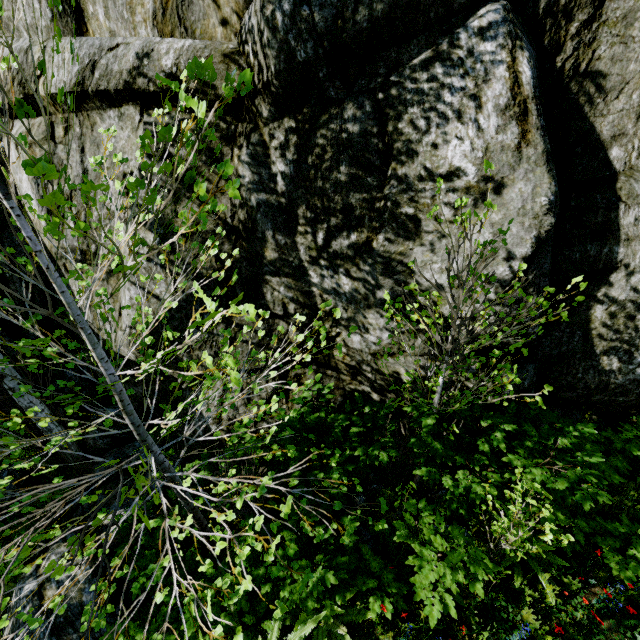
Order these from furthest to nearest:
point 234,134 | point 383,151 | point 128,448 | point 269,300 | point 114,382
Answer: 1. point 128,448
2. point 269,300
3. point 234,134
4. point 383,151
5. point 114,382

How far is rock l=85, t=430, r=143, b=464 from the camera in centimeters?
577cm

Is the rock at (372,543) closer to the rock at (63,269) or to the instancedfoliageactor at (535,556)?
the rock at (63,269)

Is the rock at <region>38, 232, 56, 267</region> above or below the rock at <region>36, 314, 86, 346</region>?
above

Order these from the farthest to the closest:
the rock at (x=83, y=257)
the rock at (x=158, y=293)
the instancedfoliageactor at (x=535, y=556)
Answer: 1. the rock at (x=83, y=257)
2. the rock at (x=158, y=293)
3. the instancedfoliageactor at (x=535, y=556)

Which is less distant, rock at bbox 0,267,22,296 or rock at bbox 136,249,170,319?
rock at bbox 136,249,170,319
